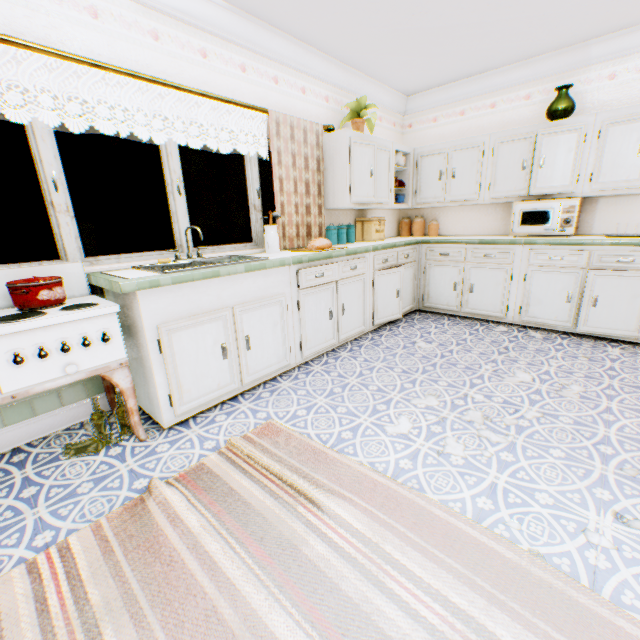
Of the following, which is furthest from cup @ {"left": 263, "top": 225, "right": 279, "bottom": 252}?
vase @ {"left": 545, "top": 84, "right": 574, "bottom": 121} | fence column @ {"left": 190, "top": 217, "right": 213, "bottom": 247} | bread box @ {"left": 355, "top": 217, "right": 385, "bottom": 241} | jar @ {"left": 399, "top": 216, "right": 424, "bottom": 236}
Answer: fence column @ {"left": 190, "top": 217, "right": 213, "bottom": 247}

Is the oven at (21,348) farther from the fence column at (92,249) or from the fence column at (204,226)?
the fence column at (204,226)

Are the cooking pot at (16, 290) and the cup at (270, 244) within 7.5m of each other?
yes

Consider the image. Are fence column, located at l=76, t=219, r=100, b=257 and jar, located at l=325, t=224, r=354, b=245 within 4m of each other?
no

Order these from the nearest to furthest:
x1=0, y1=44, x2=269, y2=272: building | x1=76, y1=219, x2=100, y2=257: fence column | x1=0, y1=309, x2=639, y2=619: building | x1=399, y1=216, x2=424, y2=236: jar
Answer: x1=0, y1=309, x2=639, y2=619: building < x1=0, y1=44, x2=269, y2=272: building < x1=399, y1=216, x2=424, y2=236: jar < x1=76, y1=219, x2=100, y2=257: fence column

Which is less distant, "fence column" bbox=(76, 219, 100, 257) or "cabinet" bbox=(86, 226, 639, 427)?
"cabinet" bbox=(86, 226, 639, 427)

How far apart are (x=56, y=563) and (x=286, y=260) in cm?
231

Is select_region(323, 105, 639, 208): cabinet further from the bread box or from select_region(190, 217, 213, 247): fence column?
select_region(190, 217, 213, 247): fence column
